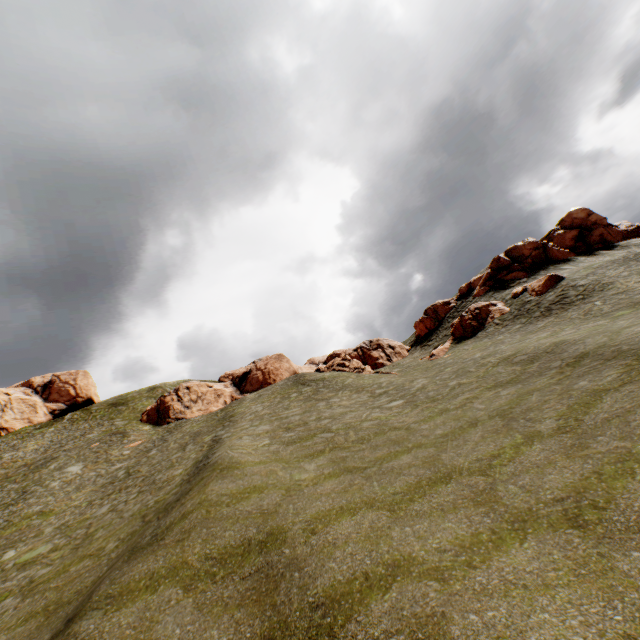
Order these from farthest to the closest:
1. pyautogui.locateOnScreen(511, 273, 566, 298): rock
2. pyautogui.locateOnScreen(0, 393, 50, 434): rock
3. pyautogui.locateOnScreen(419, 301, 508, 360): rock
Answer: pyautogui.locateOnScreen(0, 393, 50, 434): rock
pyautogui.locateOnScreen(419, 301, 508, 360): rock
pyautogui.locateOnScreen(511, 273, 566, 298): rock

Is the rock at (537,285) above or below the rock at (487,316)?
below

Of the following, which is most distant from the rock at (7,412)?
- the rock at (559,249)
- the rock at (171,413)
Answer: the rock at (171,413)

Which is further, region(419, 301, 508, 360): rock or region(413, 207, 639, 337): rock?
region(413, 207, 639, 337): rock

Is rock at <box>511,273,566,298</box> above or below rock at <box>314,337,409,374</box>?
below

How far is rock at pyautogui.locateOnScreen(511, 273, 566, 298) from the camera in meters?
29.9

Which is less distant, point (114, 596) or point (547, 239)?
point (114, 596)

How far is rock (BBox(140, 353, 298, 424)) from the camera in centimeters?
4591cm
